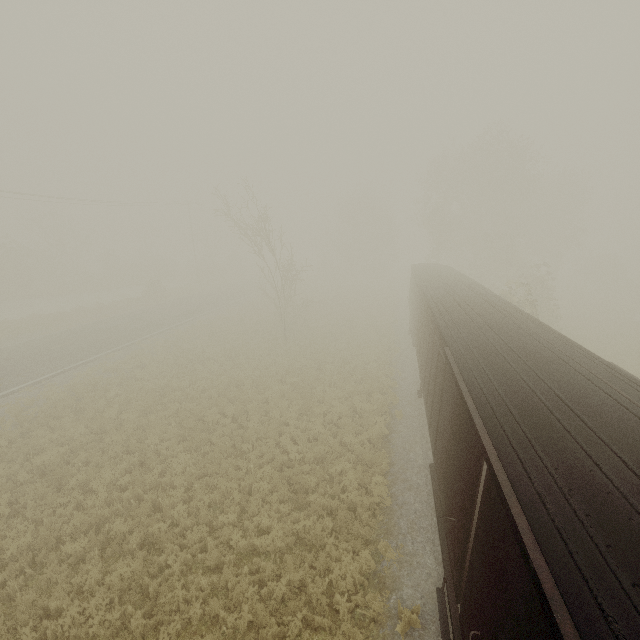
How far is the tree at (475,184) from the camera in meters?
31.2

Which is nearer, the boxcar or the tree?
the boxcar

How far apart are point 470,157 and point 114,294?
46.14m

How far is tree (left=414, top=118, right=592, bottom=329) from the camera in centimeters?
3122cm

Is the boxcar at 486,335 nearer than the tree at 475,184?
Yes
